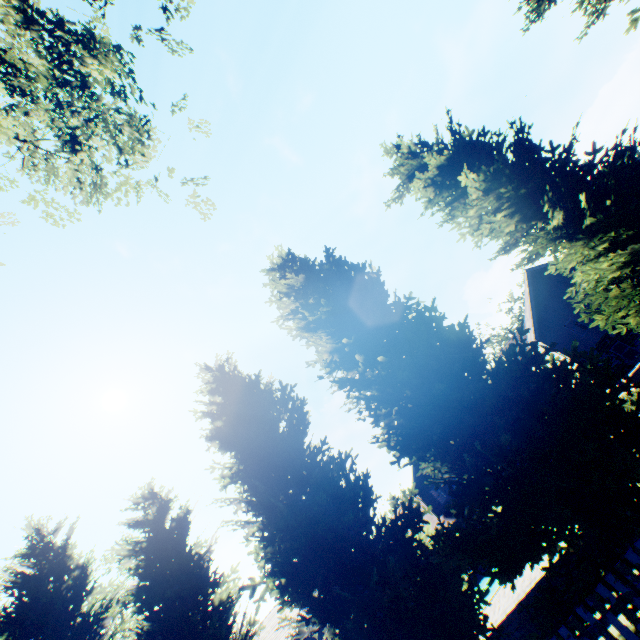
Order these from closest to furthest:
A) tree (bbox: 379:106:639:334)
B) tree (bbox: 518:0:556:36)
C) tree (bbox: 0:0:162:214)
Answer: tree (bbox: 0:0:162:214)
tree (bbox: 379:106:639:334)
tree (bbox: 518:0:556:36)

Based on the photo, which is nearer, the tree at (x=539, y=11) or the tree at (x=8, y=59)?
the tree at (x=8, y=59)

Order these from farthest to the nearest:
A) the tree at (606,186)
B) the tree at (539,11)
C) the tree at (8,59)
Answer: the tree at (539,11) → the tree at (606,186) → the tree at (8,59)

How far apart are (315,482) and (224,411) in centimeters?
399cm

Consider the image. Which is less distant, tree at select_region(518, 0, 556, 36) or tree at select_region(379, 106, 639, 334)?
tree at select_region(379, 106, 639, 334)
